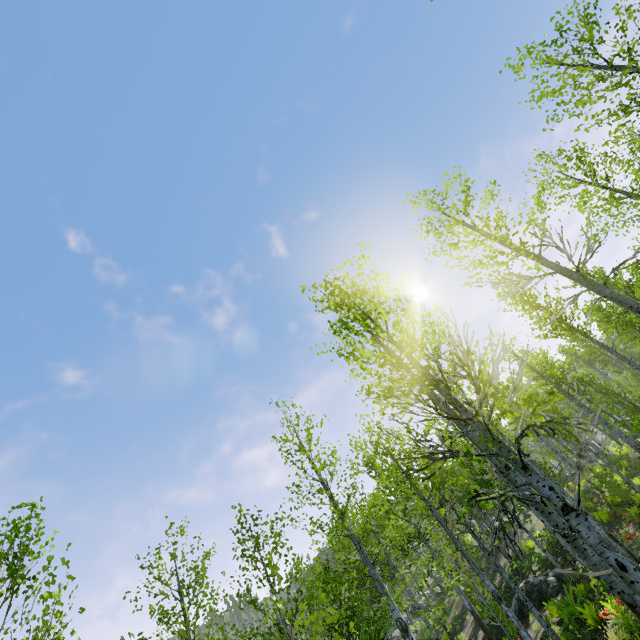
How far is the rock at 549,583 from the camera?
14.6 meters

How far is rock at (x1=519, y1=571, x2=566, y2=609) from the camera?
14.6m

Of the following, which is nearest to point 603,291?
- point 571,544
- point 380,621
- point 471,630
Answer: point 571,544
